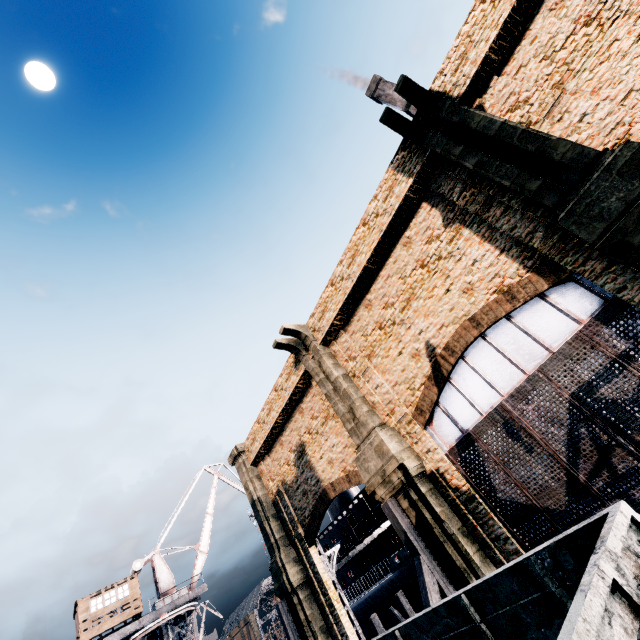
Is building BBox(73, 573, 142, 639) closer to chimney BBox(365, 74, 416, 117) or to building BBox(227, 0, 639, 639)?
building BBox(227, 0, 639, 639)

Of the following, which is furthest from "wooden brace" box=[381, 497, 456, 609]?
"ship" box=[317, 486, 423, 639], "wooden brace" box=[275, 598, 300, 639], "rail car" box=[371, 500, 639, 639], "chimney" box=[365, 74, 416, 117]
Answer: "chimney" box=[365, 74, 416, 117]

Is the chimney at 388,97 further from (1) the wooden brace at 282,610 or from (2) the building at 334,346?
(1) the wooden brace at 282,610

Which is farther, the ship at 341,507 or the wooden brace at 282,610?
the ship at 341,507

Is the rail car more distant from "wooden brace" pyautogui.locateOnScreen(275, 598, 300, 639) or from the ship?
the ship

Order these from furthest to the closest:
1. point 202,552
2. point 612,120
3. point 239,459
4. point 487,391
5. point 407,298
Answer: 1. point 202,552
2. point 239,459
3. point 407,298
4. point 487,391
5. point 612,120

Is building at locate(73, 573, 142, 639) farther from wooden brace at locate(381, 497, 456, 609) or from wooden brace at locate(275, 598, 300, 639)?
wooden brace at locate(381, 497, 456, 609)

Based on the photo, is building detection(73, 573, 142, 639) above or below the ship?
above
